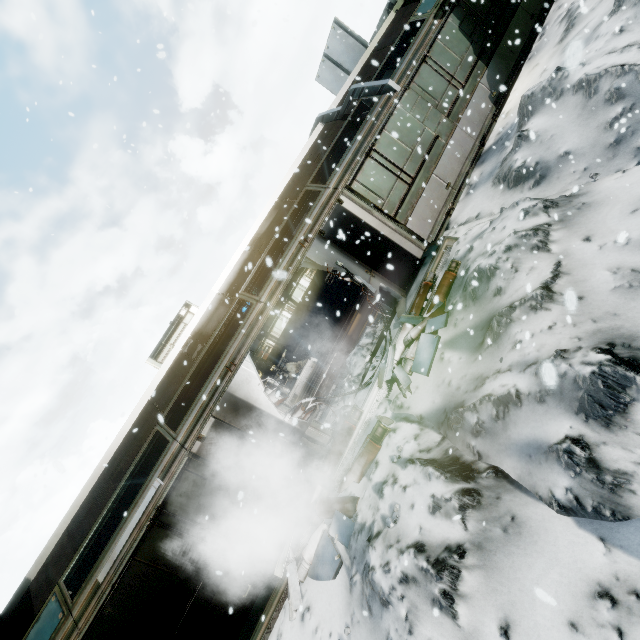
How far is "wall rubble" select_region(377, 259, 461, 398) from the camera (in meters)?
6.05

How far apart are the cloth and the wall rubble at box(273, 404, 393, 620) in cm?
720

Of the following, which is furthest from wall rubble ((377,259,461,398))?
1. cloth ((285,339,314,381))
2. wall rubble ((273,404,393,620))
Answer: cloth ((285,339,314,381))

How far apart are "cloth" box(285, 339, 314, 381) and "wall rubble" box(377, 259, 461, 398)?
7.3 meters

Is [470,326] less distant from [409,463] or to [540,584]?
[409,463]

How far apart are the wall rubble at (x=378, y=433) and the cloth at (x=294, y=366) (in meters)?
7.20

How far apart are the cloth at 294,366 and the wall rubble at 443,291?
7.33m

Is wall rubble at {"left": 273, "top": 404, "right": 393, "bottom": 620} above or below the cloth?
below
